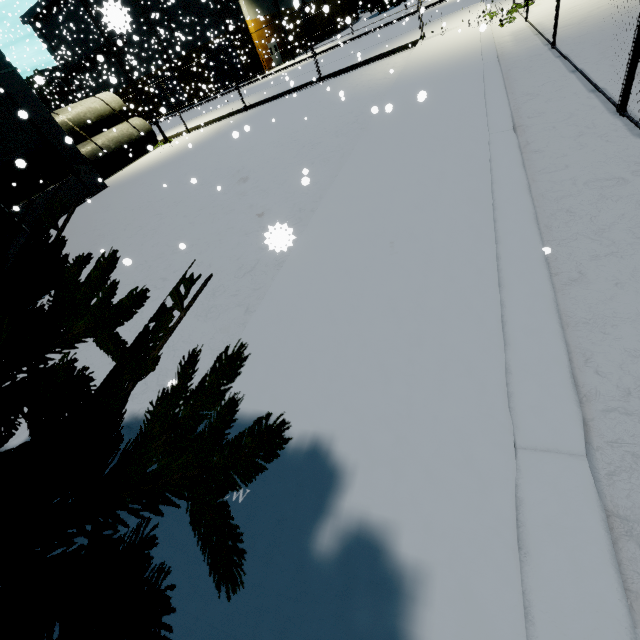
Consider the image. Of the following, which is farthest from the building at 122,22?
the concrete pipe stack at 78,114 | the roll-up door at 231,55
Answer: the concrete pipe stack at 78,114

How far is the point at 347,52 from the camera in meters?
25.6

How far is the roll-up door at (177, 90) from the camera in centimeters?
4292cm

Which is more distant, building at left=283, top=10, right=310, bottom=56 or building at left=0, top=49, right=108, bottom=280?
building at left=283, top=10, right=310, bottom=56

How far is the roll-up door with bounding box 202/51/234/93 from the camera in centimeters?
3969cm

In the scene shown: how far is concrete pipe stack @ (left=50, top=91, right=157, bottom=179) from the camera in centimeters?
1809cm

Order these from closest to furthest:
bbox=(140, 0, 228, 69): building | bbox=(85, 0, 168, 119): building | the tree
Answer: the tree → bbox=(85, 0, 168, 119): building → bbox=(140, 0, 228, 69): building

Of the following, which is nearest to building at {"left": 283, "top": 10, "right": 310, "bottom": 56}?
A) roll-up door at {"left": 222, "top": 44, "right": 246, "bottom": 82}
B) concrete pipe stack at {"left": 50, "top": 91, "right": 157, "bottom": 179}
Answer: roll-up door at {"left": 222, "top": 44, "right": 246, "bottom": 82}
